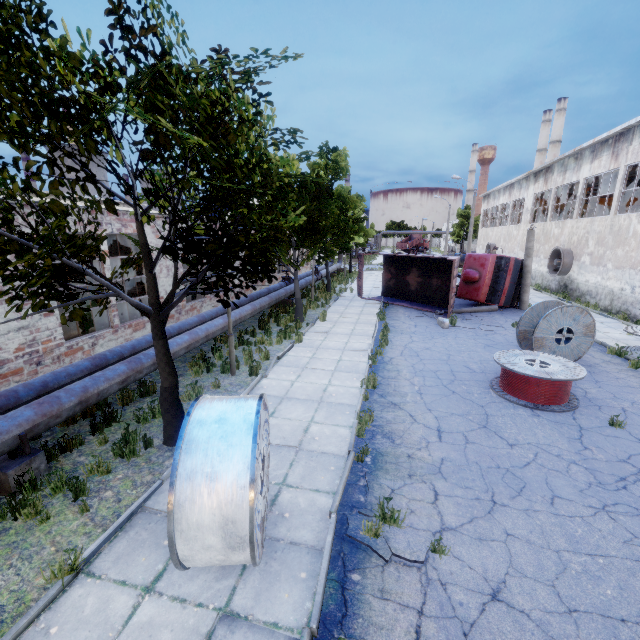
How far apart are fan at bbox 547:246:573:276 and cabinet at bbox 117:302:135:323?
26.07m

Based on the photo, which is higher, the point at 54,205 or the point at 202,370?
the point at 54,205

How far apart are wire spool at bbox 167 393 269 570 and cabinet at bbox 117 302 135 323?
9.2 meters

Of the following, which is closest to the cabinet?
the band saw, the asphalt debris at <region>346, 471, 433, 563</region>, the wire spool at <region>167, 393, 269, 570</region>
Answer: the band saw

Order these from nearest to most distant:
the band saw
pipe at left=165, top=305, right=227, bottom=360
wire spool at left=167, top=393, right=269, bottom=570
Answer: wire spool at left=167, top=393, right=269, bottom=570, pipe at left=165, top=305, right=227, bottom=360, the band saw

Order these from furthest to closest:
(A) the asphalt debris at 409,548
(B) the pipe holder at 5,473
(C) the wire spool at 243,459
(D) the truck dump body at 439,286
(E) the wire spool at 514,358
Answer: (D) the truck dump body at 439,286 < (E) the wire spool at 514,358 < (B) the pipe holder at 5,473 < (A) the asphalt debris at 409,548 < (C) the wire spool at 243,459

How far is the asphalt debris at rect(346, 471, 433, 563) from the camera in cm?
427

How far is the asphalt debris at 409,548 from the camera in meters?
4.3 m
